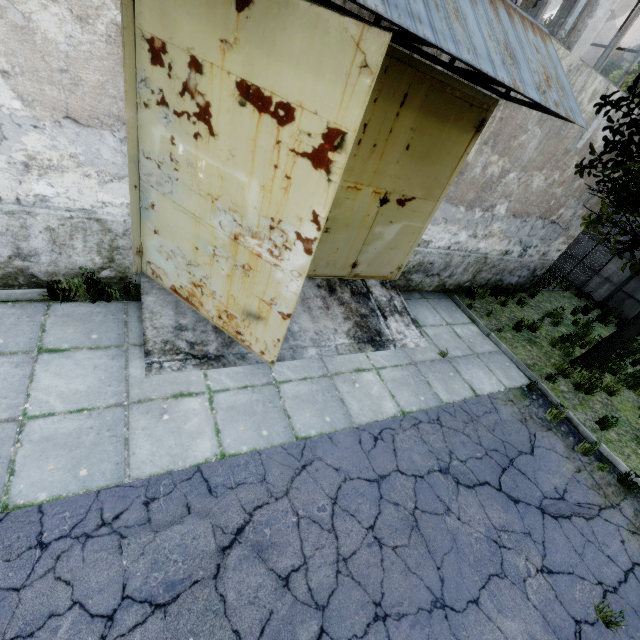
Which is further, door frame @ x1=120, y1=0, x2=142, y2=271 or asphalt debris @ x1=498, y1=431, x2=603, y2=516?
asphalt debris @ x1=498, y1=431, x2=603, y2=516

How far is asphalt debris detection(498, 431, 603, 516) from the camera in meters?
4.9 m

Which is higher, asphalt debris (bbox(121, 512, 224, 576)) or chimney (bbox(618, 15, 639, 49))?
chimney (bbox(618, 15, 639, 49))

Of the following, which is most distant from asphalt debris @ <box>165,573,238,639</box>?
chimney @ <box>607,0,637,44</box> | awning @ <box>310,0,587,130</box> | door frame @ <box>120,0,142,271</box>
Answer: chimney @ <box>607,0,637,44</box>

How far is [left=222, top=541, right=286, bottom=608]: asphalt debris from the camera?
3.0 meters

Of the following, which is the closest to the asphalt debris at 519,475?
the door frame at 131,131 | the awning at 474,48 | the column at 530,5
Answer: the door frame at 131,131

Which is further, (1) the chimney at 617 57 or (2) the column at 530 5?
(1) the chimney at 617 57

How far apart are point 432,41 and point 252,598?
5.66m
